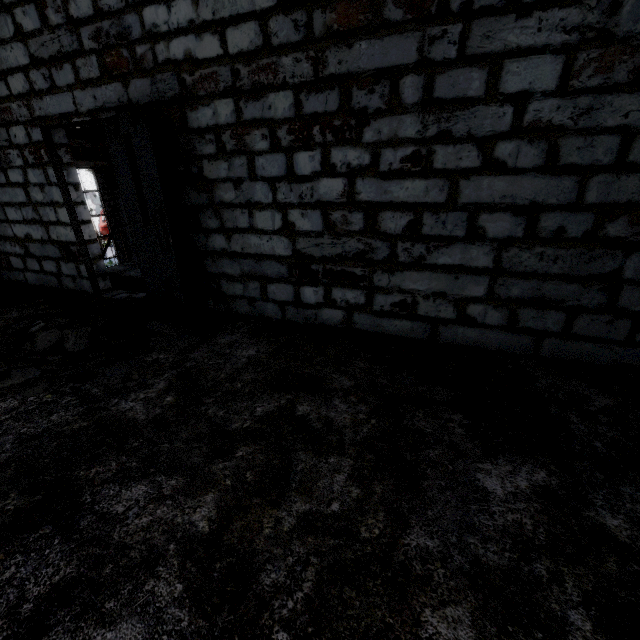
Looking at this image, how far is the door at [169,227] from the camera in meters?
3.0

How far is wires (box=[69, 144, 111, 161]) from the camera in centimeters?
1317cm

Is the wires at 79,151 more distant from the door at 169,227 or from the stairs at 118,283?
the stairs at 118,283

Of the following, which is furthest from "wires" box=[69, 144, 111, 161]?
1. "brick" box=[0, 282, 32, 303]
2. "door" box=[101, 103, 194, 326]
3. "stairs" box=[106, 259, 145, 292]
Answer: "brick" box=[0, 282, 32, 303]

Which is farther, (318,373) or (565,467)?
(318,373)

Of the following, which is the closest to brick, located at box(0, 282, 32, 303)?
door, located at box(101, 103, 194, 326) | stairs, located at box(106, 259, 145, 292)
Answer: stairs, located at box(106, 259, 145, 292)

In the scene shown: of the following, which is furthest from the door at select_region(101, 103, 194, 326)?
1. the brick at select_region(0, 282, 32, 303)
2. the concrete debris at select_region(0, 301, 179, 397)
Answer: the brick at select_region(0, 282, 32, 303)

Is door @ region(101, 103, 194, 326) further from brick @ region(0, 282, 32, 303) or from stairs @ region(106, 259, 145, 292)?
brick @ region(0, 282, 32, 303)
